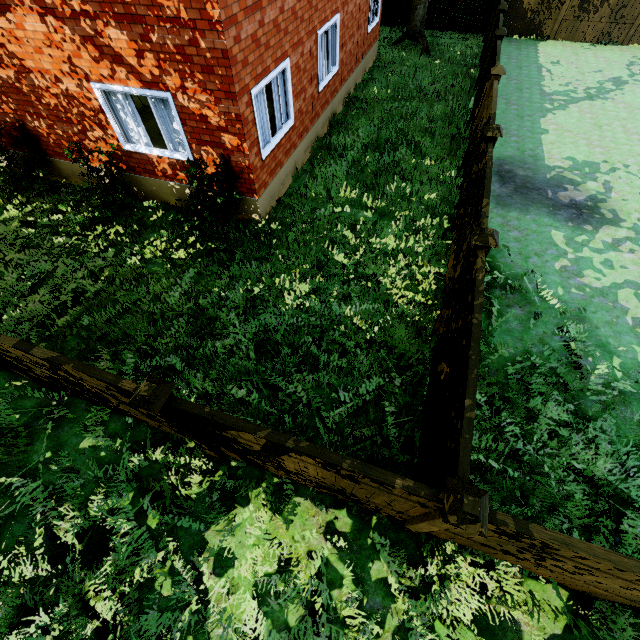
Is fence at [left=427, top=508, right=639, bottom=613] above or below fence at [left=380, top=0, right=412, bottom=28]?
above

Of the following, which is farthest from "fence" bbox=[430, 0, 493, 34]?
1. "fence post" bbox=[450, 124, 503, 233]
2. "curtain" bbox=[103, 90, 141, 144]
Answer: "curtain" bbox=[103, 90, 141, 144]

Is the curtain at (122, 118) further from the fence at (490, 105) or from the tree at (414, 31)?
the fence at (490, 105)

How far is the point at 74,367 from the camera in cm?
345

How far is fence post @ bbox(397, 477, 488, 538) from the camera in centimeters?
246cm

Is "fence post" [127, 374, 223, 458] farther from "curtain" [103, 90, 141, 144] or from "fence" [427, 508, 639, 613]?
"curtain" [103, 90, 141, 144]
